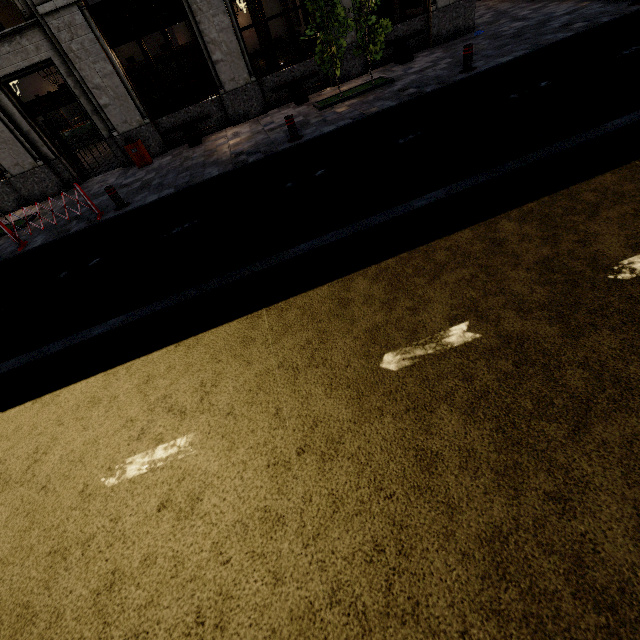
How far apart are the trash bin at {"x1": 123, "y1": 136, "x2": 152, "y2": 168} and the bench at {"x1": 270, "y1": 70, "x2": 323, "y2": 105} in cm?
491

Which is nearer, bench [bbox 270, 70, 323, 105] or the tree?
the tree

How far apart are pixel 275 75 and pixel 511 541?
14.2 meters

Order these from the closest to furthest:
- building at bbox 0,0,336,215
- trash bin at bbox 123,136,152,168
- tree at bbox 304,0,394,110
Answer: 1. tree at bbox 304,0,394,110
2. building at bbox 0,0,336,215
3. trash bin at bbox 123,136,152,168

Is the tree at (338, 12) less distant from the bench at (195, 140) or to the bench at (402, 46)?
the bench at (402, 46)

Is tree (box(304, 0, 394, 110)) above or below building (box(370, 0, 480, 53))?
above

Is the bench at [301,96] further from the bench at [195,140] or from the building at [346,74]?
the bench at [195,140]

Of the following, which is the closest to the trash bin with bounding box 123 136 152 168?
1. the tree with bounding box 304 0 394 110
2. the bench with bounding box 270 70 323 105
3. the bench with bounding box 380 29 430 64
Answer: the bench with bounding box 270 70 323 105
